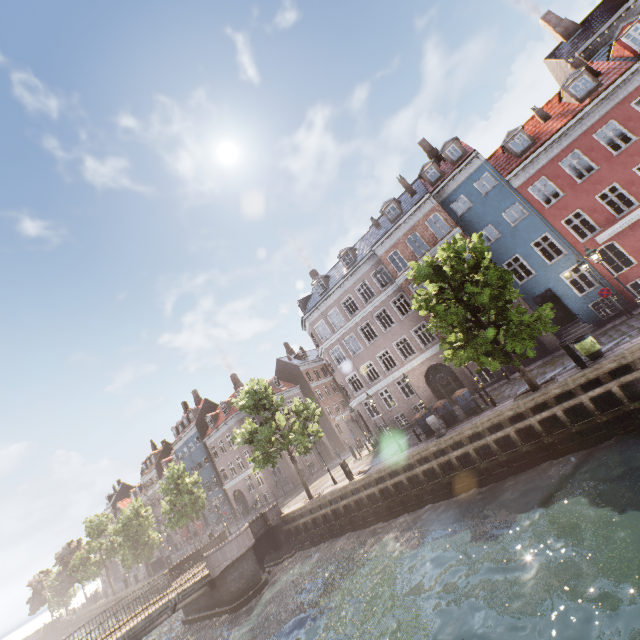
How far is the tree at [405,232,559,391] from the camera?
13.4 meters

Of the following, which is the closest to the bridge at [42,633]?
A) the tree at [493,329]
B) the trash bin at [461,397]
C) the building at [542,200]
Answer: the tree at [493,329]

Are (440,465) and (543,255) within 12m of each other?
no

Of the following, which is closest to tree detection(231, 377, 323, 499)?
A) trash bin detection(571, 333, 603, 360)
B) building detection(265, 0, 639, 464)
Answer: trash bin detection(571, 333, 603, 360)

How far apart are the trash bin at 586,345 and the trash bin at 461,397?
5.4 meters

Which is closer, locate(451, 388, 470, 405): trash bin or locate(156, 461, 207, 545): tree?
locate(451, 388, 470, 405): trash bin

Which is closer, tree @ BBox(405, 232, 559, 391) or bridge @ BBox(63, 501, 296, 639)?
tree @ BBox(405, 232, 559, 391)
